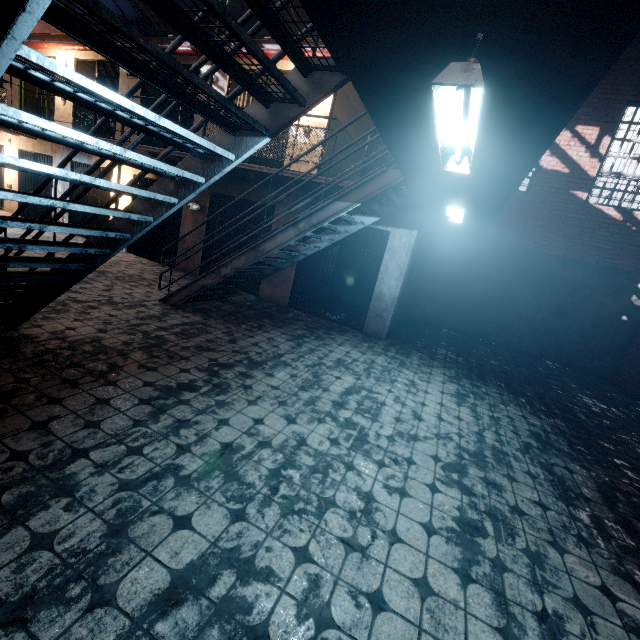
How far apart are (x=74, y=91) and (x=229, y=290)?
5.7 meters

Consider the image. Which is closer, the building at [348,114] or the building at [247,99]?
the building at [348,114]

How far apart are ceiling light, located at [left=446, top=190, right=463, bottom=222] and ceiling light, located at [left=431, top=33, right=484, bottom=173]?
1.5 meters

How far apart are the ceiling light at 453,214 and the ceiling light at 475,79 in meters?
1.5

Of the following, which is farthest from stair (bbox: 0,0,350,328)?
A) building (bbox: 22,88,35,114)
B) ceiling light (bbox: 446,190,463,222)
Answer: building (bbox: 22,88,35,114)

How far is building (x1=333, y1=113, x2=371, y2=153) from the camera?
8.4 meters

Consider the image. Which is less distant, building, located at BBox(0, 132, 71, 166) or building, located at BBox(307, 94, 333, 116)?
building, located at BBox(307, 94, 333, 116)

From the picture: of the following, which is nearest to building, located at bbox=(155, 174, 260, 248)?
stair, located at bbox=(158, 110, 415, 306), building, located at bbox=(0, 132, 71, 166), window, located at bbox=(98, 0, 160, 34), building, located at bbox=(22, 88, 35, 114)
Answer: building, located at bbox=(0, 132, 71, 166)
